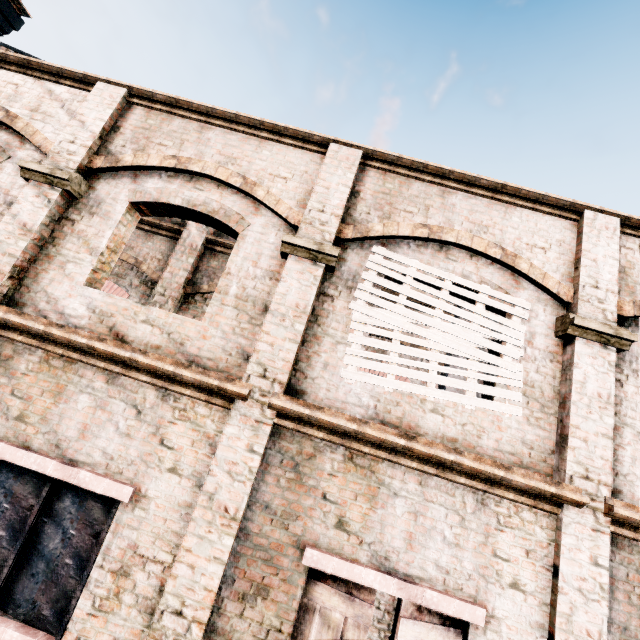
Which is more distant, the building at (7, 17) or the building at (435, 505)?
the building at (7, 17)

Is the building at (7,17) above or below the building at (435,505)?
above

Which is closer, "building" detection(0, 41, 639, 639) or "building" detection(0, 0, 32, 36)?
"building" detection(0, 41, 639, 639)

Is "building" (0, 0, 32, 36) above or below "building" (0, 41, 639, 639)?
above

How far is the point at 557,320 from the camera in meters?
5.0
